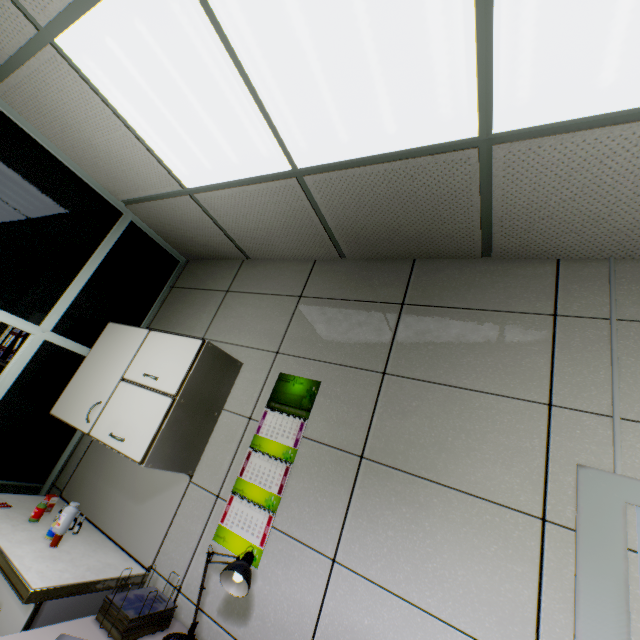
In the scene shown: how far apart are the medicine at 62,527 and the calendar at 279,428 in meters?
0.9

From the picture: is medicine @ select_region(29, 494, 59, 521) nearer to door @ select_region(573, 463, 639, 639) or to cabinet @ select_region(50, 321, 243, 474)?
cabinet @ select_region(50, 321, 243, 474)

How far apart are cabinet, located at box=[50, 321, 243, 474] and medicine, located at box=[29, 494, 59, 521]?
0.5 meters

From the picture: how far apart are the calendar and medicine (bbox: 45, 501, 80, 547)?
0.86m

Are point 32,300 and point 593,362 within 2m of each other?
no

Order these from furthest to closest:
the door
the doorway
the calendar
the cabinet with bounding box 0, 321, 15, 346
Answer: the cabinet with bounding box 0, 321, 15, 346
the doorway
the calendar
the door

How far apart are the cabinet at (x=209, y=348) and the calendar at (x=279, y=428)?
0.3m

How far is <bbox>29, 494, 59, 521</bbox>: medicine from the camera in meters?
2.0 m
